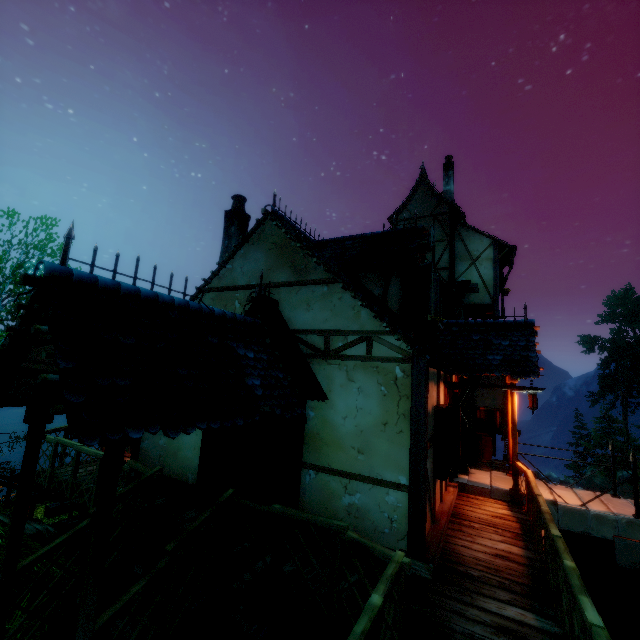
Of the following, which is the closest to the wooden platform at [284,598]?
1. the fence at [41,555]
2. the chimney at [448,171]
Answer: the fence at [41,555]

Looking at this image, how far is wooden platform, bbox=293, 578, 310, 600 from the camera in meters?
4.1 m

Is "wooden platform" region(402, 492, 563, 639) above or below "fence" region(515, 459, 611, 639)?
below

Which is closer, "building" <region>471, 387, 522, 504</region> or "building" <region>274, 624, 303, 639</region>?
"building" <region>274, 624, 303, 639</region>

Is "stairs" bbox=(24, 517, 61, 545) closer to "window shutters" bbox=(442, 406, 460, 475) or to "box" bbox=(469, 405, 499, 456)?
"window shutters" bbox=(442, 406, 460, 475)

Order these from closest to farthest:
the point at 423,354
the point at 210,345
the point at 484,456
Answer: the point at 210,345 → the point at 423,354 → the point at 484,456

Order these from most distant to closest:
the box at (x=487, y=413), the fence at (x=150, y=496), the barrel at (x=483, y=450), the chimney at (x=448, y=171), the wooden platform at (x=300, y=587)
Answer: the chimney at (x=448, y=171), the box at (x=487, y=413), the barrel at (x=483, y=450), the fence at (x=150, y=496), the wooden platform at (x=300, y=587)

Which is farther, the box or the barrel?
the box
